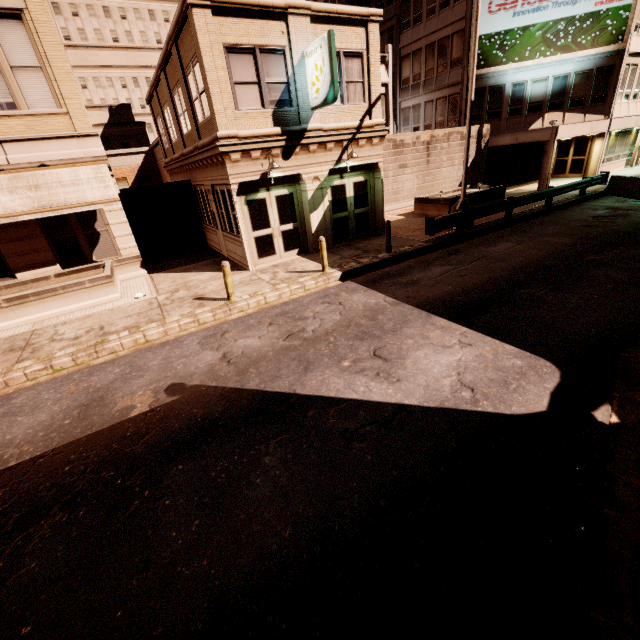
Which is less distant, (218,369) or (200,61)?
Answer: (218,369)

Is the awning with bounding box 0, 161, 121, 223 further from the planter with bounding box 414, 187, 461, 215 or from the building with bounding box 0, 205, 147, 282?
the planter with bounding box 414, 187, 461, 215

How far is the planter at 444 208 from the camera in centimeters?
1739cm

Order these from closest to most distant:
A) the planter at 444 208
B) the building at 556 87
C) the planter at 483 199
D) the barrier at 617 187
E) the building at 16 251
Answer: the building at 16 251 < the barrier at 617 187 < the planter at 444 208 < the planter at 483 199 < the building at 556 87

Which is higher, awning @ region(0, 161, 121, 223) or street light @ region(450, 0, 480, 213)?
awning @ region(0, 161, 121, 223)

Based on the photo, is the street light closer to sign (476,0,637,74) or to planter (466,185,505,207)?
planter (466,185,505,207)

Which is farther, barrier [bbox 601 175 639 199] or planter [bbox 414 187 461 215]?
planter [bbox 414 187 461 215]

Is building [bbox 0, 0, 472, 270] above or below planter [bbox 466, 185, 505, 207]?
above
